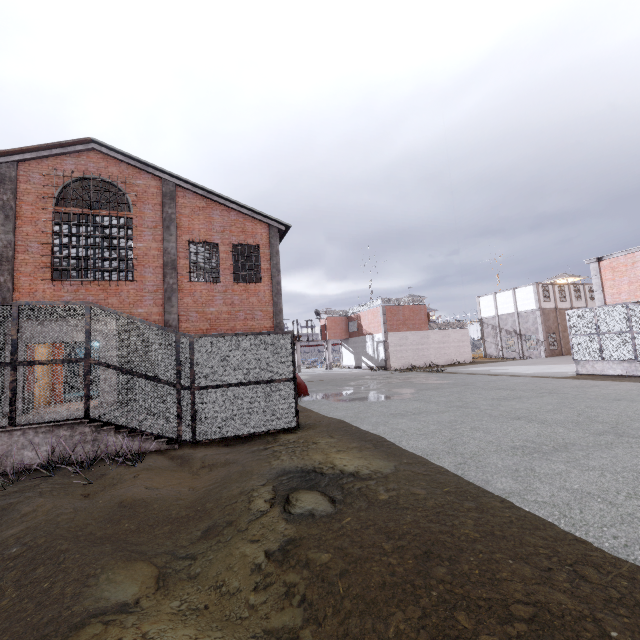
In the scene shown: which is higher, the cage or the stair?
the cage

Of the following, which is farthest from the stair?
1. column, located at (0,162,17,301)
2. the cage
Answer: column, located at (0,162,17,301)

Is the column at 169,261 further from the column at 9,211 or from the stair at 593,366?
the stair at 593,366

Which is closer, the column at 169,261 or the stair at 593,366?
the column at 169,261

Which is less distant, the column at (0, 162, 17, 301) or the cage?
the column at (0, 162, 17, 301)

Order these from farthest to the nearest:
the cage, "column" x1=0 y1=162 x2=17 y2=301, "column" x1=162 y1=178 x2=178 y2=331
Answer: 1. the cage
2. "column" x1=162 y1=178 x2=178 y2=331
3. "column" x1=0 y1=162 x2=17 y2=301

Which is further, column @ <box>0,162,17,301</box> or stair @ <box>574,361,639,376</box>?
stair @ <box>574,361,639,376</box>

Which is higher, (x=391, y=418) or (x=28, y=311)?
(x=28, y=311)
